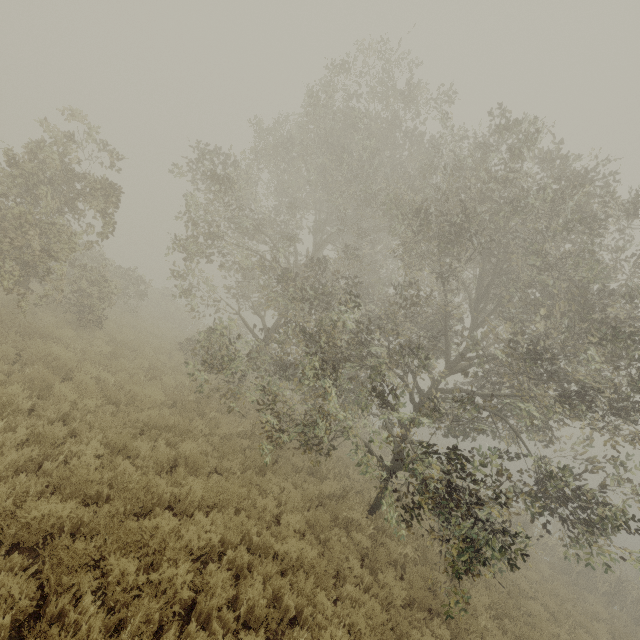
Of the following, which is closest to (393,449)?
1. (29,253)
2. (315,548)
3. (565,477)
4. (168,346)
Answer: (315,548)
